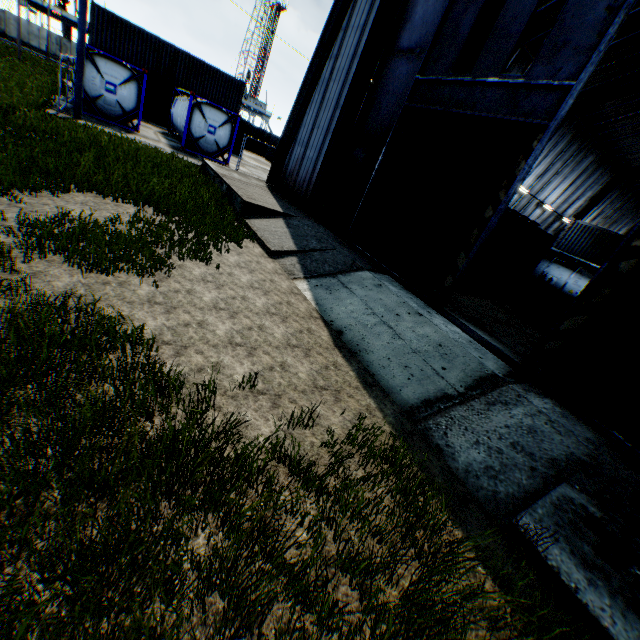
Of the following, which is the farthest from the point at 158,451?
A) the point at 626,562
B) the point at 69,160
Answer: the point at 69,160

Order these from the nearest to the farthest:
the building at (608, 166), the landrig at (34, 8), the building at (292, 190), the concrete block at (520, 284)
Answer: the building at (292, 190), the building at (608, 166), the concrete block at (520, 284), the landrig at (34, 8)

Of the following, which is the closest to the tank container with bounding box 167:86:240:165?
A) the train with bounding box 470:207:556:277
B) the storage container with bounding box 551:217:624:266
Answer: the train with bounding box 470:207:556:277

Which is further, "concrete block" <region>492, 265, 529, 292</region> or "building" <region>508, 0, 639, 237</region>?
"concrete block" <region>492, 265, 529, 292</region>

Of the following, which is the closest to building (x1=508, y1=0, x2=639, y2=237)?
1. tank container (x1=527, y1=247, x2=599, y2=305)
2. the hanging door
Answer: the hanging door

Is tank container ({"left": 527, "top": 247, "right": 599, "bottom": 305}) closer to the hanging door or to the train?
the train

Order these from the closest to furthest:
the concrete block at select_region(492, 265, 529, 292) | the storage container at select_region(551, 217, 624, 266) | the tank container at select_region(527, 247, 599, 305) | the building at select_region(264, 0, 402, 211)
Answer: the building at select_region(264, 0, 402, 211) < the concrete block at select_region(492, 265, 529, 292) < the tank container at select_region(527, 247, 599, 305) < the storage container at select_region(551, 217, 624, 266)

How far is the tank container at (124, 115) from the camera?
15.9m
